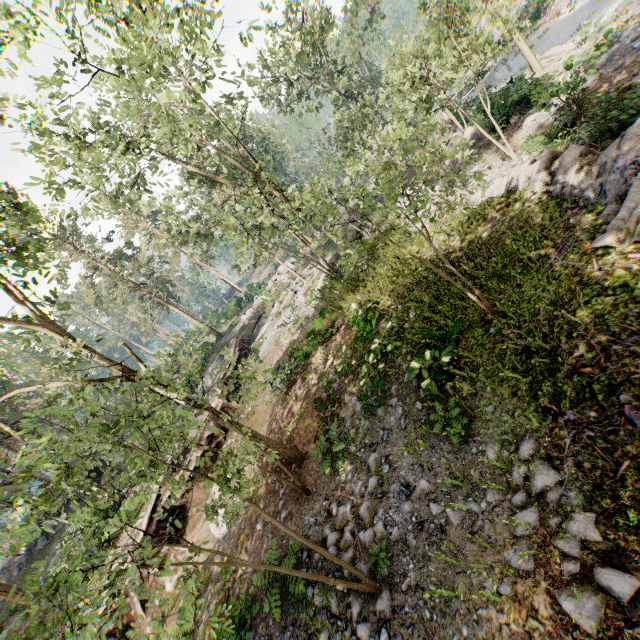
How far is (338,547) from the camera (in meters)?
7.70

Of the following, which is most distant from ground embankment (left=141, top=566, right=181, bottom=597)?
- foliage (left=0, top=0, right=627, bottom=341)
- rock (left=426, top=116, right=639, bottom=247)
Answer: rock (left=426, top=116, right=639, bottom=247)

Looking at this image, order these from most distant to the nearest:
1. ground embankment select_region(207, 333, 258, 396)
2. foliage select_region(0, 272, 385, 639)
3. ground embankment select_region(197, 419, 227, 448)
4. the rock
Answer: ground embankment select_region(197, 419, 227, 448), ground embankment select_region(207, 333, 258, 396), the rock, foliage select_region(0, 272, 385, 639)

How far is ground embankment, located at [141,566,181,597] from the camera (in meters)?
13.34

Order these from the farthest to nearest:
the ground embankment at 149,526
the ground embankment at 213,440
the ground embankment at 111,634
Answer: the ground embankment at 213,440 < the ground embankment at 149,526 < the ground embankment at 111,634

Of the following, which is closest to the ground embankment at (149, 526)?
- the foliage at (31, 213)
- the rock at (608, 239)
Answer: the foliage at (31, 213)
